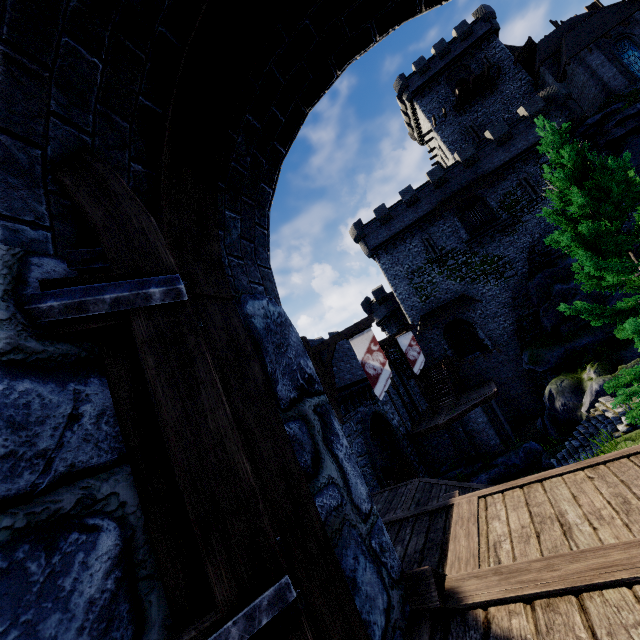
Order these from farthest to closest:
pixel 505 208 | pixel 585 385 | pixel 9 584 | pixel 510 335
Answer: pixel 505 208 → pixel 510 335 → pixel 585 385 → pixel 9 584

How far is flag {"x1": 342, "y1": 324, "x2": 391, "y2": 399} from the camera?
12.9 meters

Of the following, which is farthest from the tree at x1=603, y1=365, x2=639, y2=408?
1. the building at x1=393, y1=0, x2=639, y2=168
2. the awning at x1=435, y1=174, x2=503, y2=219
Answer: the building at x1=393, y1=0, x2=639, y2=168

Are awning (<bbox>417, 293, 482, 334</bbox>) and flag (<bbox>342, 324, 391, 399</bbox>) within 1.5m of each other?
no

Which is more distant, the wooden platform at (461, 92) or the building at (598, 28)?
the wooden platform at (461, 92)

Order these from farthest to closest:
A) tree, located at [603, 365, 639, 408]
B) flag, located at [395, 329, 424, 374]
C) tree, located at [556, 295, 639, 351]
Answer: flag, located at [395, 329, 424, 374]
tree, located at [603, 365, 639, 408]
tree, located at [556, 295, 639, 351]

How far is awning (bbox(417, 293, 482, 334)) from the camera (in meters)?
29.05

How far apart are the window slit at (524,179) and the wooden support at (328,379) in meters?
25.2 m
